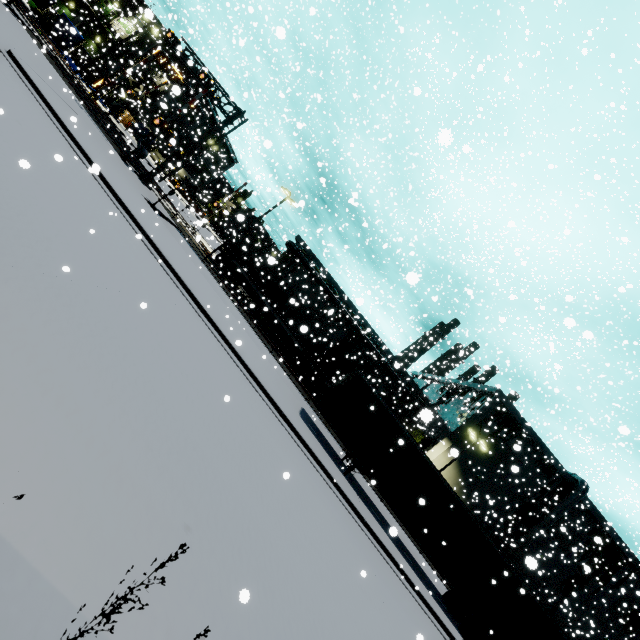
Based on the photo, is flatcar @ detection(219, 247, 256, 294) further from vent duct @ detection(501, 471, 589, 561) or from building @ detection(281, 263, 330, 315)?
building @ detection(281, 263, 330, 315)

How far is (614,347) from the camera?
18.1 meters

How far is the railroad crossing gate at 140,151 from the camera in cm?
2145

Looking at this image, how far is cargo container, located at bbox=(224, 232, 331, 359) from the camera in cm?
2770

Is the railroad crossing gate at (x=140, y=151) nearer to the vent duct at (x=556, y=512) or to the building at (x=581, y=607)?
the building at (x=581, y=607)

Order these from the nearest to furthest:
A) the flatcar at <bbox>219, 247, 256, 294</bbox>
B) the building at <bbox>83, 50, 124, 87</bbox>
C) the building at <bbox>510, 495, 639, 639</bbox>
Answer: the flatcar at <bbox>219, 247, 256, 294</bbox> → the building at <bbox>510, 495, 639, 639</bbox> → the building at <bbox>83, 50, 124, 87</bbox>

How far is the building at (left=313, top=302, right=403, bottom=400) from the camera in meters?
36.8 m

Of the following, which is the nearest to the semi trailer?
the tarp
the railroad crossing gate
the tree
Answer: the tree
